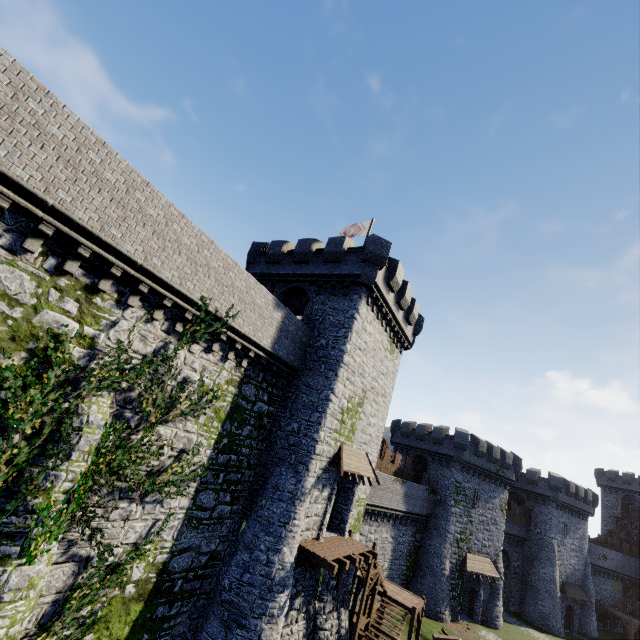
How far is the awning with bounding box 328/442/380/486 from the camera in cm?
1744

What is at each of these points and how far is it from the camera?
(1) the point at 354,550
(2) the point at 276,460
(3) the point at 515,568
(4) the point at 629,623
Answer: (1) wooden platform, 17.44m
(2) building, 16.73m
(3) building, 41.34m
(4) stairs, 40.25m

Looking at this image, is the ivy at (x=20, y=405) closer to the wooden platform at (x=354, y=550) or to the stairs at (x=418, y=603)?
the wooden platform at (x=354, y=550)

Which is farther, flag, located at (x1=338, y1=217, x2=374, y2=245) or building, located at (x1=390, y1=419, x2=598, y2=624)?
building, located at (x1=390, y1=419, x2=598, y2=624)

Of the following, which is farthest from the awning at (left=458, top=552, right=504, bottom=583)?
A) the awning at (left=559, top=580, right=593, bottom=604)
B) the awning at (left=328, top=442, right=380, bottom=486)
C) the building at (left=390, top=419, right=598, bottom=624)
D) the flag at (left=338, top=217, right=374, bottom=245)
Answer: the flag at (left=338, top=217, right=374, bottom=245)

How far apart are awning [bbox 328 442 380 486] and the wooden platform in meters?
3.1 m

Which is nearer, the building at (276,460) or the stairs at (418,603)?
the building at (276,460)

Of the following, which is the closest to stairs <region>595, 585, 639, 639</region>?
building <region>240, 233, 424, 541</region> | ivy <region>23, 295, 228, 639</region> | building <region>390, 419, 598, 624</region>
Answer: building <region>390, 419, 598, 624</region>
